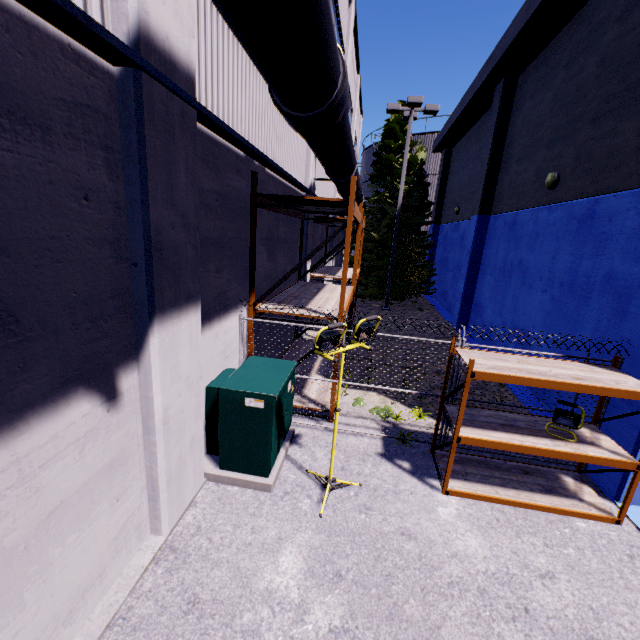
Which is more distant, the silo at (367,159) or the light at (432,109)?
the silo at (367,159)

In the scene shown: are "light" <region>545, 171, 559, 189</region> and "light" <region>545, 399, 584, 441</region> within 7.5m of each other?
yes

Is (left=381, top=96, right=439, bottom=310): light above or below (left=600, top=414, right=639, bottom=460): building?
above

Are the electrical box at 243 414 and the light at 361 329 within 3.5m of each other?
yes

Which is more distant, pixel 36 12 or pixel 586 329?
pixel 586 329

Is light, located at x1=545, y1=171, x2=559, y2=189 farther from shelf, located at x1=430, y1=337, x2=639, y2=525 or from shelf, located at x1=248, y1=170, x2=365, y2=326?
shelf, located at x1=430, y1=337, x2=639, y2=525

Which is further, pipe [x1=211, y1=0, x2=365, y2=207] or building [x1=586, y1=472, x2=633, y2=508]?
building [x1=586, y1=472, x2=633, y2=508]

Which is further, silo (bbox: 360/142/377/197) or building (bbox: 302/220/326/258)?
A: silo (bbox: 360/142/377/197)
